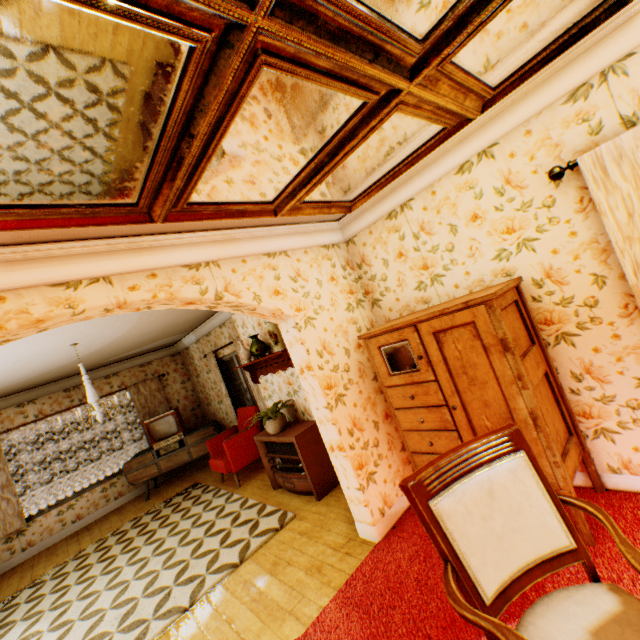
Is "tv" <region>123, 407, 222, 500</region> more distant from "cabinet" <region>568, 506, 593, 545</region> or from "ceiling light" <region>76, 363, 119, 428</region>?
"cabinet" <region>568, 506, 593, 545</region>

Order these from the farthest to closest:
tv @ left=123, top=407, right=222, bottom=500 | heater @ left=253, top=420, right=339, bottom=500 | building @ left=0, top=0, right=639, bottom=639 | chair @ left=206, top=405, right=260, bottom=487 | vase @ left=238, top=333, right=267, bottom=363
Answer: tv @ left=123, top=407, right=222, bottom=500
chair @ left=206, top=405, right=260, bottom=487
vase @ left=238, top=333, right=267, bottom=363
heater @ left=253, top=420, right=339, bottom=500
building @ left=0, top=0, right=639, bottom=639

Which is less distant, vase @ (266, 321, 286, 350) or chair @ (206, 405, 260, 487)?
vase @ (266, 321, 286, 350)

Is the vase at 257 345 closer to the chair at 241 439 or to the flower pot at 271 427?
the flower pot at 271 427

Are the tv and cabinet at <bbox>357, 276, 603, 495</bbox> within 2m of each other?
no

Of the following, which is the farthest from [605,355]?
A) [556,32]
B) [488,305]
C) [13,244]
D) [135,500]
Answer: [135,500]

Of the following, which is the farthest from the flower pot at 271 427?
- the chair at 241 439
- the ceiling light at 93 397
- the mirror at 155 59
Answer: the mirror at 155 59

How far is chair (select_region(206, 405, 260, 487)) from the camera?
5.7 meters
